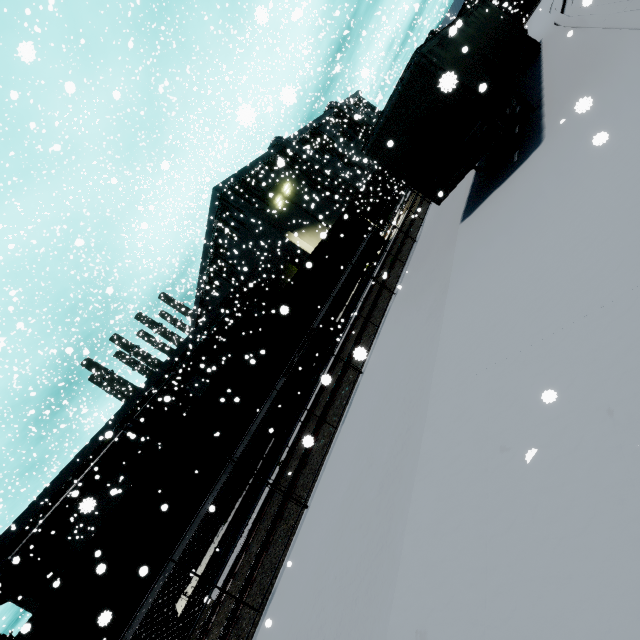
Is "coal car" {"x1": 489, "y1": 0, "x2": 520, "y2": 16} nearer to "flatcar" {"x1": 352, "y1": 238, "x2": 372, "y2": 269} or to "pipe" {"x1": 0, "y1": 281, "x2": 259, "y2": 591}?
"flatcar" {"x1": 352, "y1": 238, "x2": 372, "y2": 269}

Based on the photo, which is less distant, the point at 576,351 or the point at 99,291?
the point at 576,351

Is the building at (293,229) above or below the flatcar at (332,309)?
above

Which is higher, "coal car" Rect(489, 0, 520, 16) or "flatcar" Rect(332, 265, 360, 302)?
"coal car" Rect(489, 0, 520, 16)

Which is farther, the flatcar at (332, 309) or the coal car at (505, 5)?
the coal car at (505, 5)

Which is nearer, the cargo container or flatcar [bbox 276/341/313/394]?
the cargo container

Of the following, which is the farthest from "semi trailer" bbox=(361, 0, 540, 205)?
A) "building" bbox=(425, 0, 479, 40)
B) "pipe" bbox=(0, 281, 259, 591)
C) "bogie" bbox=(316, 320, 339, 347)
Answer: "bogie" bbox=(316, 320, 339, 347)

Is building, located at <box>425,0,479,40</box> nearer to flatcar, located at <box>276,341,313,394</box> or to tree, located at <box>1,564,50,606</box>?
tree, located at <box>1,564,50,606</box>
